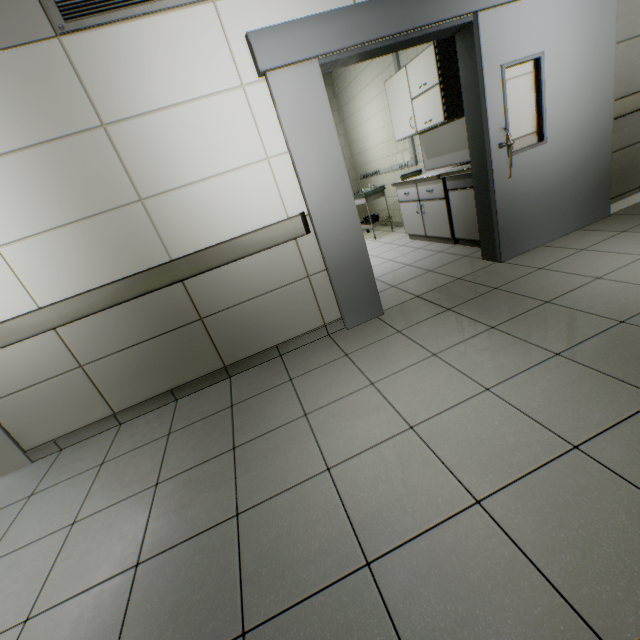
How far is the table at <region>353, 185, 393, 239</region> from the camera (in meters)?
5.96

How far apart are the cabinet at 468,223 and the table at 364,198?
2.12m

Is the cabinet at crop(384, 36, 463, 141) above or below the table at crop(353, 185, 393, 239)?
above

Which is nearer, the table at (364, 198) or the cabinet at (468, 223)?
the cabinet at (468, 223)

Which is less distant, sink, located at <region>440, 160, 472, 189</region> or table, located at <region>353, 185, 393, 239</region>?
sink, located at <region>440, 160, 472, 189</region>

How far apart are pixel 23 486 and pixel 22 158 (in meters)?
2.36

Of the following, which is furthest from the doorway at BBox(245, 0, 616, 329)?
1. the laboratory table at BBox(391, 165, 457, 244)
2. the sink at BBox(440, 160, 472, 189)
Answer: the laboratory table at BBox(391, 165, 457, 244)

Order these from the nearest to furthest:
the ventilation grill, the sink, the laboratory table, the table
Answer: the ventilation grill < the sink < the laboratory table < the table
